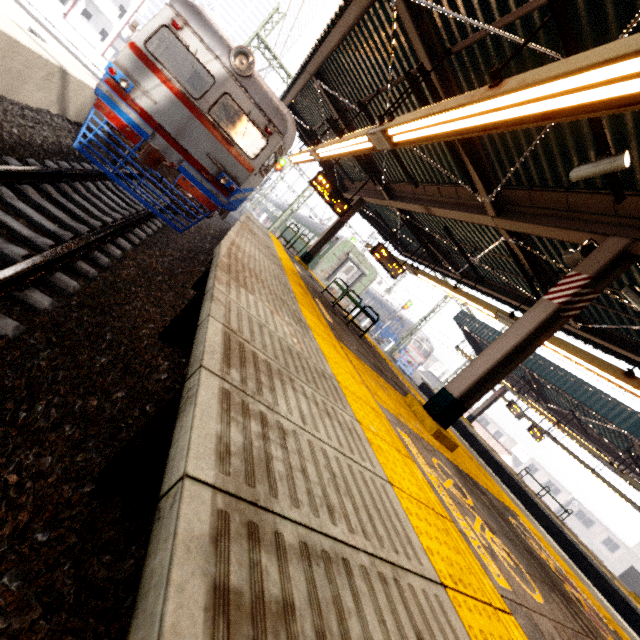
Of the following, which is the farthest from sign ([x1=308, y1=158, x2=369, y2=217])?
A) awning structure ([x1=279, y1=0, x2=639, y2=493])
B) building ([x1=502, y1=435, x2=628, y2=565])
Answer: building ([x1=502, y1=435, x2=628, y2=565])

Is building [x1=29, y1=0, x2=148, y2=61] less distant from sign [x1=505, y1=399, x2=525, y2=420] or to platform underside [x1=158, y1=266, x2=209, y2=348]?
platform underside [x1=158, y1=266, x2=209, y2=348]

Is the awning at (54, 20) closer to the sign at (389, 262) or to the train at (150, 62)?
the train at (150, 62)

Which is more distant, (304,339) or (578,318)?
(578,318)

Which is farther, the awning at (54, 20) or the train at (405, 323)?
the train at (405, 323)

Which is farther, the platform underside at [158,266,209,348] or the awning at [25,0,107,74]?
the awning at [25,0,107,74]

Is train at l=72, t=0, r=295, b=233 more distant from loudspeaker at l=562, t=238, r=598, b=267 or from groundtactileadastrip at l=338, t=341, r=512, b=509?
loudspeaker at l=562, t=238, r=598, b=267

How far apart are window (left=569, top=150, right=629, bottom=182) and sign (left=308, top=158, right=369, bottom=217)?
7.3m
